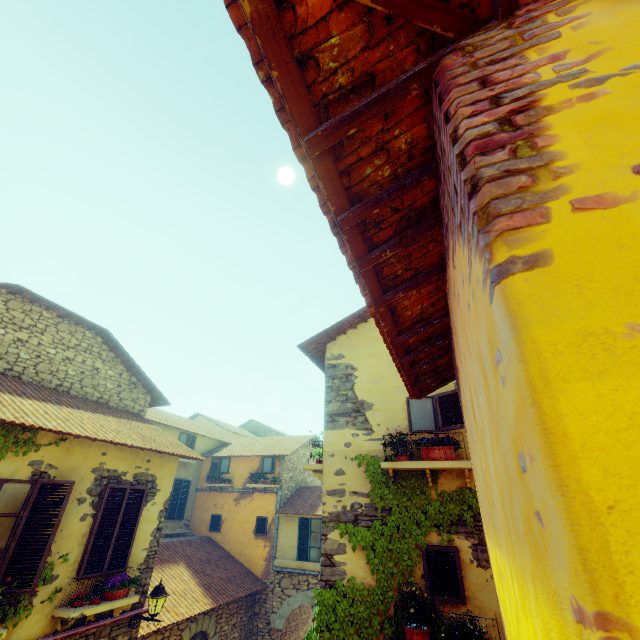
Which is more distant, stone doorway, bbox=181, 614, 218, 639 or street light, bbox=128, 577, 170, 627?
stone doorway, bbox=181, 614, 218, 639

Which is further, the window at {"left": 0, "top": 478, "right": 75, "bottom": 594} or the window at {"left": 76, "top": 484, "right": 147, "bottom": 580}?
the window at {"left": 76, "top": 484, "right": 147, "bottom": 580}

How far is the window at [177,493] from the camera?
14.63m

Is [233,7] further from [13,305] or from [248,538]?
[248,538]

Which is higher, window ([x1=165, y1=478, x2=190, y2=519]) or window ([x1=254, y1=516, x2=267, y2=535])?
window ([x1=165, y1=478, x2=190, y2=519])

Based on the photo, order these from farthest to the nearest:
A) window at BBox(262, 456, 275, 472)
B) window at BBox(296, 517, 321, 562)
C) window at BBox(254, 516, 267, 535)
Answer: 1. window at BBox(262, 456, 275, 472)
2. window at BBox(254, 516, 267, 535)
3. window at BBox(296, 517, 321, 562)

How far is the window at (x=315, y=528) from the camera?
13.1 meters

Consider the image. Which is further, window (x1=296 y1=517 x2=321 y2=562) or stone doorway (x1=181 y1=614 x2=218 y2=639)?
window (x1=296 y1=517 x2=321 y2=562)
